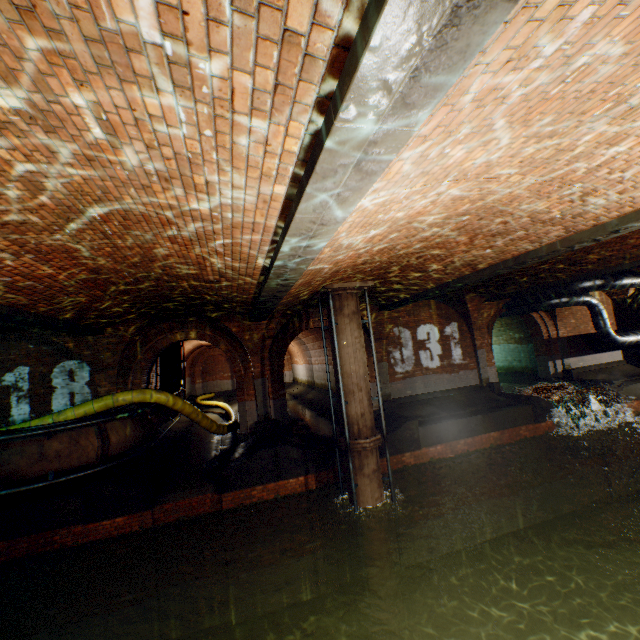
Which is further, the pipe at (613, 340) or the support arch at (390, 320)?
the support arch at (390, 320)

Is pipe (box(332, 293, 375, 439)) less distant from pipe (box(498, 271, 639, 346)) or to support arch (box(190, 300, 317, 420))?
support arch (box(190, 300, 317, 420))

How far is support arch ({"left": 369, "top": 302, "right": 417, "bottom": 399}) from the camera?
12.8 meters

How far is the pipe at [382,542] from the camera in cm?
821

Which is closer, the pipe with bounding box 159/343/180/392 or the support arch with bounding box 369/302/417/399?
the support arch with bounding box 369/302/417/399

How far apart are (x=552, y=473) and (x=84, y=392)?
17.3m

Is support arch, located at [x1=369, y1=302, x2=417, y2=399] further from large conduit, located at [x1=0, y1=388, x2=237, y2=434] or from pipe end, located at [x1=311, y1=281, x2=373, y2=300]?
large conduit, located at [x1=0, y1=388, x2=237, y2=434]

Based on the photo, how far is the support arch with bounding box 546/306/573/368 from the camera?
15.9m
